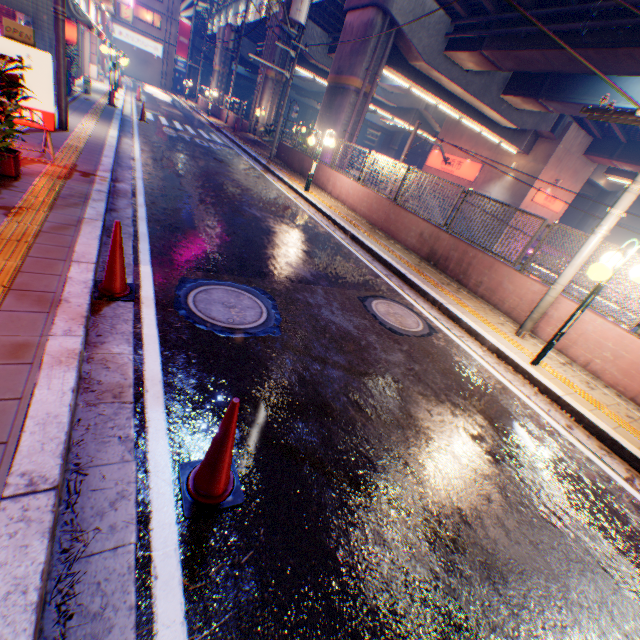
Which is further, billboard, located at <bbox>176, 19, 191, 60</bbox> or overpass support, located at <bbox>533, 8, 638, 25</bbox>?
billboard, located at <bbox>176, 19, 191, 60</bbox>

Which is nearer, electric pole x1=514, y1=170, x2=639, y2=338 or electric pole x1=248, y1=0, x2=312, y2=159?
electric pole x1=514, y1=170, x2=639, y2=338

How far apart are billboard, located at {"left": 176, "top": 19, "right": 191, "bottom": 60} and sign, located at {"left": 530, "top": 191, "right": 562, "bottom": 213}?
53.4m

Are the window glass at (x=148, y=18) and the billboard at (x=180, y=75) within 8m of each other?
yes

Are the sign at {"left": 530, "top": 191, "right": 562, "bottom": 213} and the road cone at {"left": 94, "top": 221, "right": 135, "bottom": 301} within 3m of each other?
no

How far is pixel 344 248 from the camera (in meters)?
8.83

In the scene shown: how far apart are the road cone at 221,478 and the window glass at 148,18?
64.71m

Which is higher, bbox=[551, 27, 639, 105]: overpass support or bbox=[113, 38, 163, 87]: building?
bbox=[551, 27, 639, 105]: overpass support
